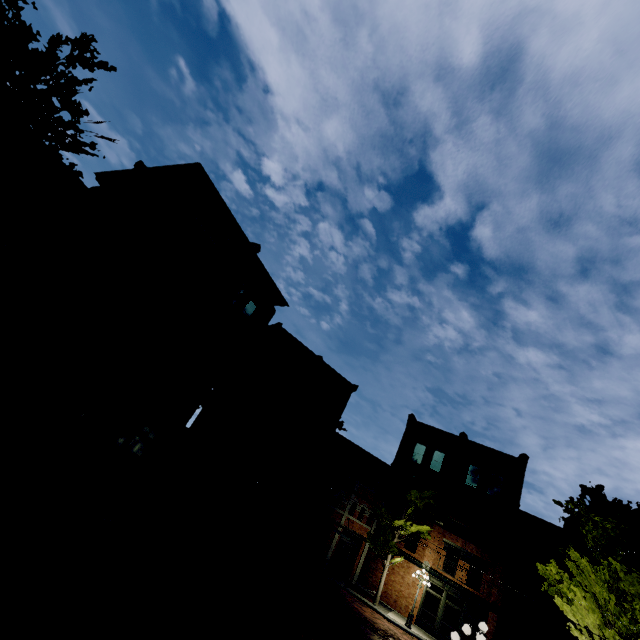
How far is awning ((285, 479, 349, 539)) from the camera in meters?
22.6 m

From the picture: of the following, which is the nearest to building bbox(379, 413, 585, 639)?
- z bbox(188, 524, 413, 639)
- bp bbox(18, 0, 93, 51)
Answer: z bbox(188, 524, 413, 639)

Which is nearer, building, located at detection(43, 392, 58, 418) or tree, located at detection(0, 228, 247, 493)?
tree, located at detection(0, 228, 247, 493)

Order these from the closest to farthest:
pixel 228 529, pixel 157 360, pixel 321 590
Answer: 1. pixel 157 360
2. pixel 321 590
3. pixel 228 529

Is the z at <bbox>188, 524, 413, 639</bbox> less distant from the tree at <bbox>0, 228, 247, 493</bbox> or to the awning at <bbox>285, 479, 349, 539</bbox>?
the tree at <bbox>0, 228, 247, 493</bbox>

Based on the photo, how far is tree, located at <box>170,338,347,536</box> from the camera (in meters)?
16.62

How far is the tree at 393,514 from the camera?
24.8 meters

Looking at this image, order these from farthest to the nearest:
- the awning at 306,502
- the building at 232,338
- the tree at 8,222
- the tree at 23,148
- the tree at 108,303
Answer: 1. the awning at 306,502
2. the building at 232,338
3. the tree at 108,303
4. the tree at 8,222
5. the tree at 23,148
